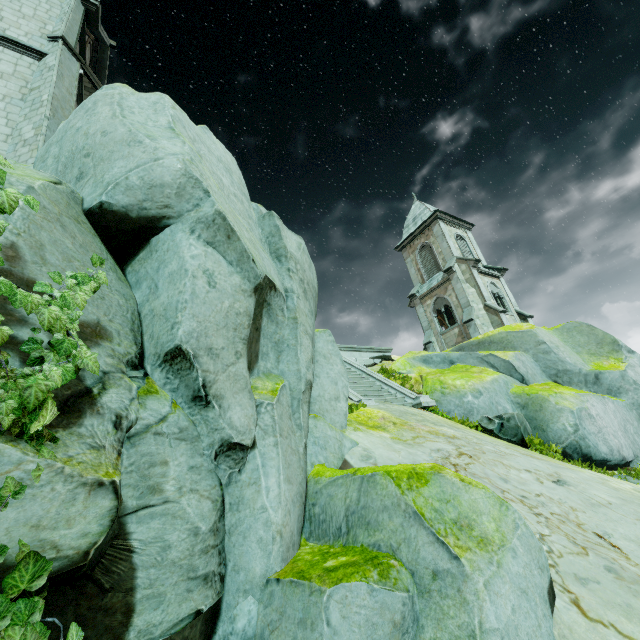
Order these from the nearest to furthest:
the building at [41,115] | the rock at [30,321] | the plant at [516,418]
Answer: the rock at [30,321] < the plant at [516,418] < the building at [41,115]

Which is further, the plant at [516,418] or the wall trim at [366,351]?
the wall trim at [366,351]

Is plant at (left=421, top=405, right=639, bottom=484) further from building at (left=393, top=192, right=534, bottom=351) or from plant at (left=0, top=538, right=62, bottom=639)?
building at (left=393, top=192, right=534, bottom=351)

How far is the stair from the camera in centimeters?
1073cm

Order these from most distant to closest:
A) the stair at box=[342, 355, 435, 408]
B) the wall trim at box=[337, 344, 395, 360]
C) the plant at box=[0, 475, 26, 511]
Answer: the wall trim at box=[337, 344, 395, 360] → the stair at box=[342, 355, 435, 408] → the plant at box=[0, 475, 26, 511]

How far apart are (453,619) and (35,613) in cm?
313

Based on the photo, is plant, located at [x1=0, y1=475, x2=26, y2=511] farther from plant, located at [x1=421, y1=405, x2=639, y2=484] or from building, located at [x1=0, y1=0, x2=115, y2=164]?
plant, located at [x1=421, y1=405, x2=639, y2=484]

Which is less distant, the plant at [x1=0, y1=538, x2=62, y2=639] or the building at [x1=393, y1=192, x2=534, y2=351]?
the plant at [x1=0, y1=538, x2=62, y2=639]
